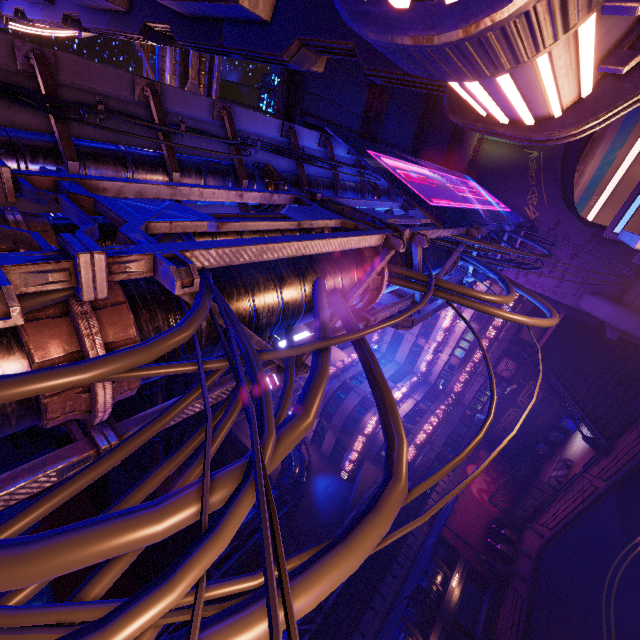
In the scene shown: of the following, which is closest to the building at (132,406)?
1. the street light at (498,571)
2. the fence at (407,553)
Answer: the fence at (407,553)

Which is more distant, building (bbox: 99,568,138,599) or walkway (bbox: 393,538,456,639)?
building (bbox: 99,568,138,599)

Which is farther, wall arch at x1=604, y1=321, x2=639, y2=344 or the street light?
the street light

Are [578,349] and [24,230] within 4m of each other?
no

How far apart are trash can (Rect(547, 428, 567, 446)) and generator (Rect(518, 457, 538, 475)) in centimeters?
317cm

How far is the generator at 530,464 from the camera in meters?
30.4 m

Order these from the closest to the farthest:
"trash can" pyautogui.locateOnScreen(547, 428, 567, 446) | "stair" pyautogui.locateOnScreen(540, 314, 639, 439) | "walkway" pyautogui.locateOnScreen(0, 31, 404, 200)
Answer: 1. "walkway" pyautogui.locateOnScreen(0, 31, 404, 200)
2. "stair" pyautogui.locateOnScreen(540, 314, 639, 439)
3. "trash can" pyautogui.locateOnScreen(547, 428, 567, 446)

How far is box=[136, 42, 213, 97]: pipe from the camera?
13.1m
